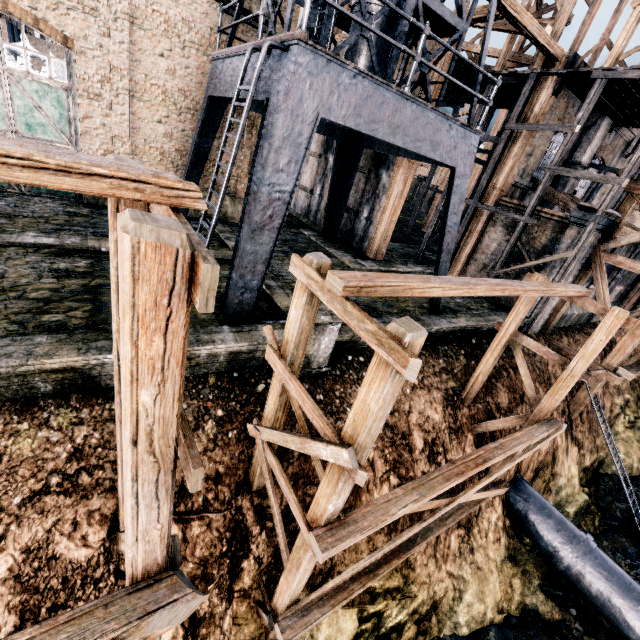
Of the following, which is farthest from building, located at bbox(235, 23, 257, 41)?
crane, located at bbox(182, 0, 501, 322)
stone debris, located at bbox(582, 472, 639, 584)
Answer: stone debris, located at bbox(582, 472, 639, 584)

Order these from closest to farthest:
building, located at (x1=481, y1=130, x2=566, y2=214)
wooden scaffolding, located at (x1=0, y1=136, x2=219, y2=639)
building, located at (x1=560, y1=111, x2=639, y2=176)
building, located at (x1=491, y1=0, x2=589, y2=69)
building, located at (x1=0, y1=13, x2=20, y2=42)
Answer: wooden scaffolding, located at (x1=0, y1=136, x2=219, y2=639) → building, located at (x1=491, y1=0, x2=589, y2=69) → building, located at (x1=481, y1=130, x2=566, y2=214) → building, located at (x1=560, y1=111, x2=639, y2=176) → building, located at (x1=0, y1=13, x2=20, y2=42)

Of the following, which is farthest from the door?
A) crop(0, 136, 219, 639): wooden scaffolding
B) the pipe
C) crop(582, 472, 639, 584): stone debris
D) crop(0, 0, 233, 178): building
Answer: the pipe

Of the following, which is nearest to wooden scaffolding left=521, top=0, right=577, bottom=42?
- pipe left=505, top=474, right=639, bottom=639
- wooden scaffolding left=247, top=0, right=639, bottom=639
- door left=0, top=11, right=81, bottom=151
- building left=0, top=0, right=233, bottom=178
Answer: building left=0, top=0, right=233, bottom=178

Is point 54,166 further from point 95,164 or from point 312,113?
point 312,113

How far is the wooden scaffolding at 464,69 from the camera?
17.3 meters

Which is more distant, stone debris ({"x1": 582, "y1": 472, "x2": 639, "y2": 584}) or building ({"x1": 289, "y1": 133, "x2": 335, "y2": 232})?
building ({"x1": 289, "y1": 133, "x2": 335, "y2": 232})

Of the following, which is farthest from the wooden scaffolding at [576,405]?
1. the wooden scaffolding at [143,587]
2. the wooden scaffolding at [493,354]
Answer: the wooden scaffolding at [143,587]
